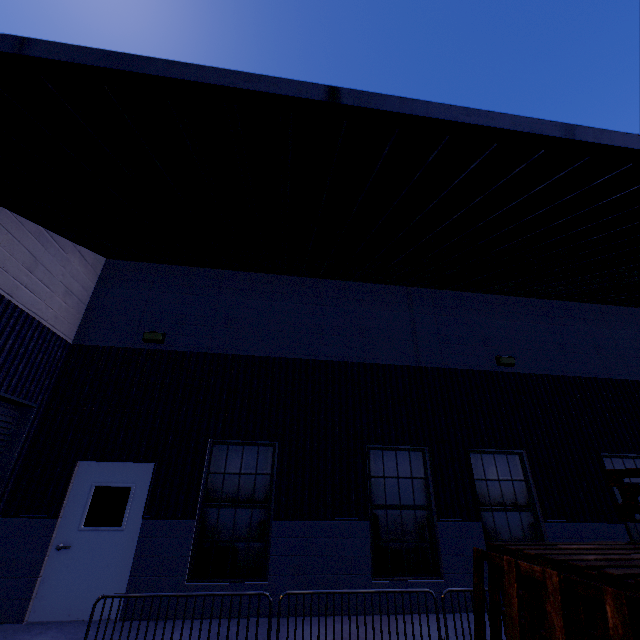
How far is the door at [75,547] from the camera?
5.60m

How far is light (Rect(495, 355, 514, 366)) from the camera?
8.70m

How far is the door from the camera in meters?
5.6 m

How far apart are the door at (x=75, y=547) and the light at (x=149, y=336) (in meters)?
2.56

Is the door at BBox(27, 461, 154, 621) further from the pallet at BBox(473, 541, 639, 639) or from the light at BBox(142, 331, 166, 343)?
the pallet at BBox(473, 541, 639, 639)

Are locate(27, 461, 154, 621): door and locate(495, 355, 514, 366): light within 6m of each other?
no

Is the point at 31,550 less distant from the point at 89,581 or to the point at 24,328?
the point at 89,581

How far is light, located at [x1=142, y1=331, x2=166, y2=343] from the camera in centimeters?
769cm
